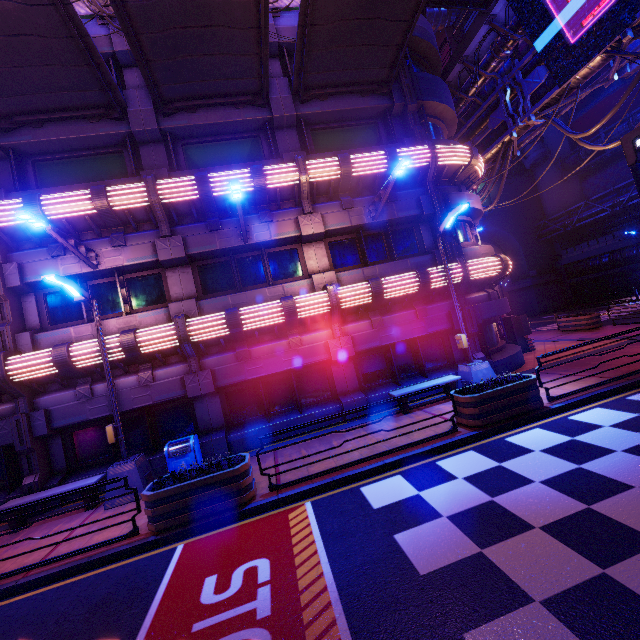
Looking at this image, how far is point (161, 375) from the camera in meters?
10.6

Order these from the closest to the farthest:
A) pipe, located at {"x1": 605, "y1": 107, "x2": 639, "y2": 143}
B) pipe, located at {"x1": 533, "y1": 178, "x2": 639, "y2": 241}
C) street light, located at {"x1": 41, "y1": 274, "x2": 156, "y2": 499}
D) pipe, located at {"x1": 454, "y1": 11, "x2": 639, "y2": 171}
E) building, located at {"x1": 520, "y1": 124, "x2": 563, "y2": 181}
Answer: street light, located at {"x1": 41, "y1": 274, "x2": 156, "y2": 499} < pipe, located at {"x1": 454, "y1": 11, "x2": 639, "y2": 171} < pipe, located at {"x1": 533, "y1": 178, "x2": 639, "y2": 241} < pipe, located at {"x1": 605, "y1": 107, "x2": 639, "y2": 143} < building, located at {"x1": 520, "y1": 124, "x2": 563, "y2": 181}

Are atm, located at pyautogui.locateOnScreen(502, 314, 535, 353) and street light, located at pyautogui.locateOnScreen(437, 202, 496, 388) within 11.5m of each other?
yes

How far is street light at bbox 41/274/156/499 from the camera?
8.4m

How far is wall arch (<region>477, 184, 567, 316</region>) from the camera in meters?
38.3

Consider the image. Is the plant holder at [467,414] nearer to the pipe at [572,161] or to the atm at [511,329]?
the atm at [511,329]

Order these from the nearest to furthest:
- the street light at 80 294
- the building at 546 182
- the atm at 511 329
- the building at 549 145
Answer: the street light at 80 294, the atm at 511 329, the building at 549 145, the building at 546 182

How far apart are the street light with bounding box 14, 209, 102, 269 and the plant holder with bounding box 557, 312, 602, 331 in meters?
24.0
